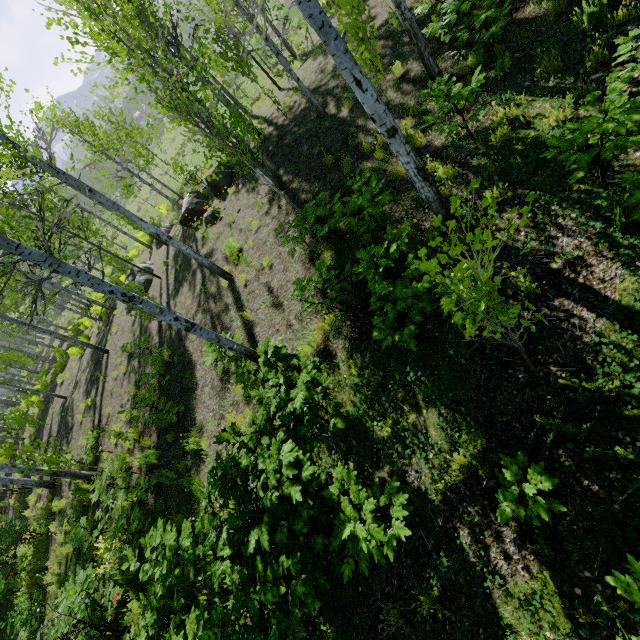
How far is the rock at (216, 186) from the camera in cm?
1351

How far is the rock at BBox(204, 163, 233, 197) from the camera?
13.5 meters

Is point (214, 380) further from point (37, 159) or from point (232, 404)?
point (37, 159)
